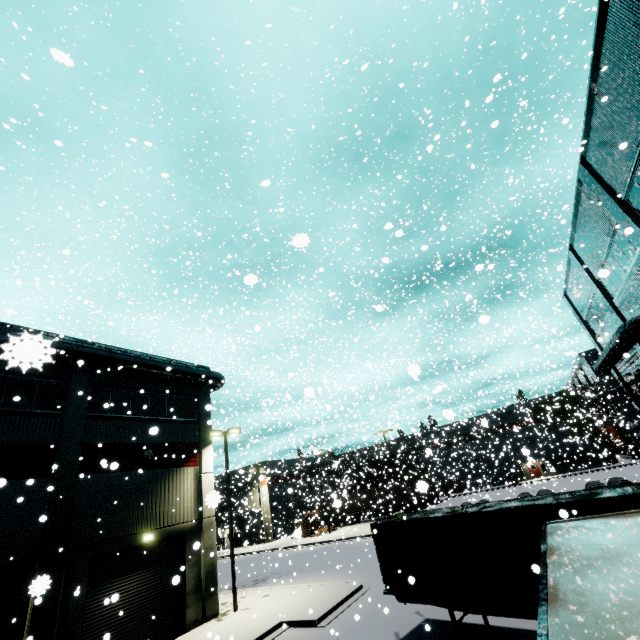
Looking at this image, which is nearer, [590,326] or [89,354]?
[89,354]

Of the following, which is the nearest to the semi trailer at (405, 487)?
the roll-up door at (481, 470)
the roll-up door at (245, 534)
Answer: the roll-up door at (245, 534)

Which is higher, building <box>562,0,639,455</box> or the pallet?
building <box>562,0,639,455</box>

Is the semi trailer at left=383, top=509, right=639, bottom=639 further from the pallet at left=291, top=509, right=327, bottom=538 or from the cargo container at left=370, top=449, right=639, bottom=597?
the pallet at left=291, top=509, right=327, bottom=538

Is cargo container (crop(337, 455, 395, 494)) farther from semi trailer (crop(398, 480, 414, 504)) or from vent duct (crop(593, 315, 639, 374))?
vent duct (crop(593, 315, 639, 374))

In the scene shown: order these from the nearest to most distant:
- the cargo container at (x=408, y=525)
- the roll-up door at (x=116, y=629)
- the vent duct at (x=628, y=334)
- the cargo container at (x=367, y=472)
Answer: the cargo container at (x=408, y=525) < the roll-up door at (x=116, y=629) < the vent duct at (x=628, y=334) < the cargo container at (x=367, y=472)

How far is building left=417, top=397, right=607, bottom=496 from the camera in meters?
37.4 m

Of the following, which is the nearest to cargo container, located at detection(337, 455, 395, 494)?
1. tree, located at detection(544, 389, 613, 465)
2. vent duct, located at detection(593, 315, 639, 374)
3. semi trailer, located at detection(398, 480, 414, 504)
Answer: semi trailer, located at detection(398, 480, 414, 504)
